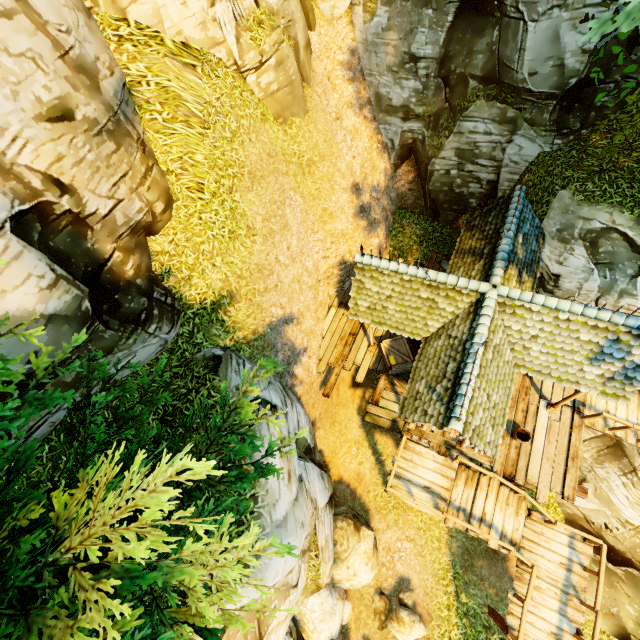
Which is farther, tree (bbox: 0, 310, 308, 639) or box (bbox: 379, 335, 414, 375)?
box (bbox: 379, 335, 414, 375)

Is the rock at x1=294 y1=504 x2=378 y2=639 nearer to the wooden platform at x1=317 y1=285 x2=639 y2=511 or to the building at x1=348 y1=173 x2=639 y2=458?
the wooden platform at x1=317 y1=285 x2=639 y2=511

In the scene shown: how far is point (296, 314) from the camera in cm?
1147

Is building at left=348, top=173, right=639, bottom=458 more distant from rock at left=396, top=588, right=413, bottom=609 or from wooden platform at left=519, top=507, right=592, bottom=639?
rock at left=396, top=588, right=413, bottom=609

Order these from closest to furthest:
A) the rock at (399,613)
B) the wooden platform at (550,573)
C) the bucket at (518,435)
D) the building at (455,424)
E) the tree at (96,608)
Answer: the tree at (96,608)
the building at (455,424)
the wooden platform at (550,573)
the bucket at (518,435)
the rock at (399,613)

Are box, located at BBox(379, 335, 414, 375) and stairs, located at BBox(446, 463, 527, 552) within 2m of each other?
no

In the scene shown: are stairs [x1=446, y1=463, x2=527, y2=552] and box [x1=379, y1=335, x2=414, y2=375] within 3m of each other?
no

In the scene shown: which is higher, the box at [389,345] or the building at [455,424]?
the building at [455,424]
